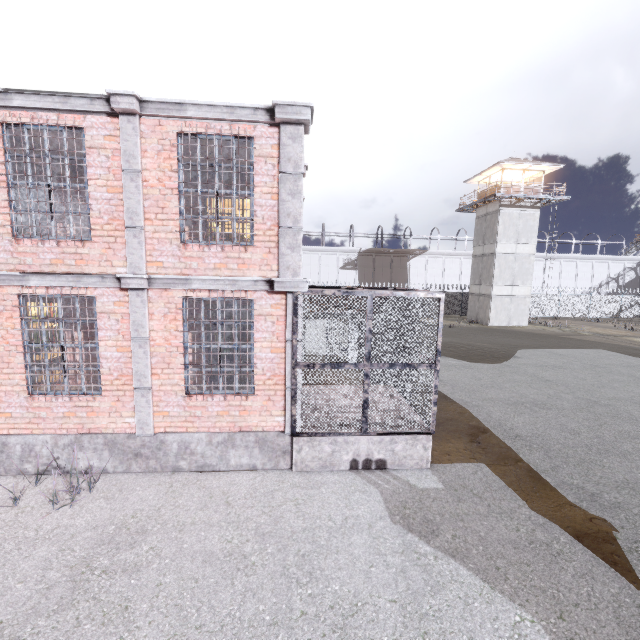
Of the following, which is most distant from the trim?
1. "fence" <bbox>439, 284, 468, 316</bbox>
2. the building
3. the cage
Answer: the building

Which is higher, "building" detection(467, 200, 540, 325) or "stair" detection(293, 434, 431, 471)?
"building" detection(467, 200, 540, 325)

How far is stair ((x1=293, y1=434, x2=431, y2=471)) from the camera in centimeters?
676cm

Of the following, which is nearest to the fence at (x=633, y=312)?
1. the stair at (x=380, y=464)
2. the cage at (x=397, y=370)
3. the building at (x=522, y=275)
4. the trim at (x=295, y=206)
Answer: the building at (x=522, y=275)

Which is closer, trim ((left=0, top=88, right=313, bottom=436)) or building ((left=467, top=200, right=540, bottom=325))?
trim ((left=0, top=88, right=313, bottom=436))

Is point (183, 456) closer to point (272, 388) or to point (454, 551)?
point (272, 388)

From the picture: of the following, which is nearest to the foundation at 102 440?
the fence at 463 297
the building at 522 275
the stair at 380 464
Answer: Answer: the stair at 380 464

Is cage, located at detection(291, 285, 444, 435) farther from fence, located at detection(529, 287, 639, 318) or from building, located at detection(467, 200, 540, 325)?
building, located at detection(467, 200, 540, 325)
